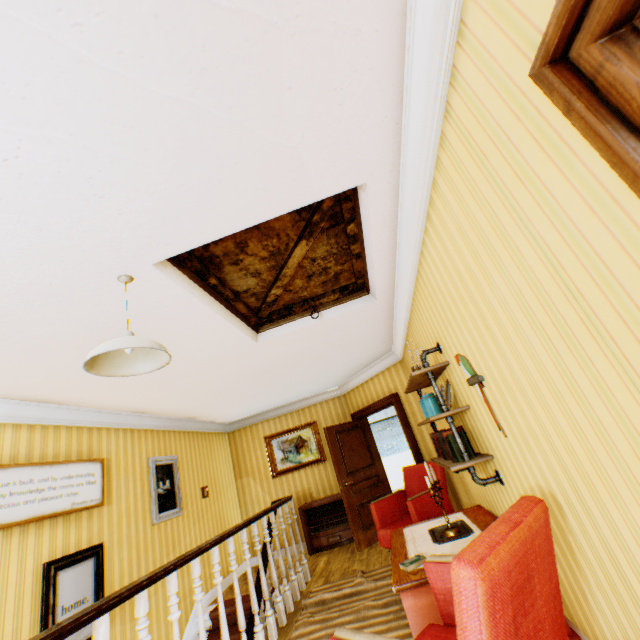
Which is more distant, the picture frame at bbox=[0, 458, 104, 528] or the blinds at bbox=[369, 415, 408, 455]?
the blinds at bbox=[369, 415, 408, 455]

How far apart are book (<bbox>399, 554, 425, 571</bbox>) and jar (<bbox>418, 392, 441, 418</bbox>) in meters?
1.3

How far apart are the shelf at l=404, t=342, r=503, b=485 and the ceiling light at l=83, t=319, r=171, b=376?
2.1m

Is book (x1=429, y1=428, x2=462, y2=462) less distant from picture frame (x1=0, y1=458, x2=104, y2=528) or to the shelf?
the shelf

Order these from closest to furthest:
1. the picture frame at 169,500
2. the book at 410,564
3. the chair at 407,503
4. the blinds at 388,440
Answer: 1. the book at 410,564
2. the chair at 407,503
3. the picture frame at 169,500
4. the blinds at 388,440

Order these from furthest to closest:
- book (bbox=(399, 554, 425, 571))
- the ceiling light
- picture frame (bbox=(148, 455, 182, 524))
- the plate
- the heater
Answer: the heater
picture frame (bbox=(148, 455, 182, 524))
the plate
book (bbox=(399, 554, 425, 571))
the ceiling light

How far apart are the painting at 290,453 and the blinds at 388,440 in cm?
408

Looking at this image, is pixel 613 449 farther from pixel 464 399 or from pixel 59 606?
pixel 59 606
